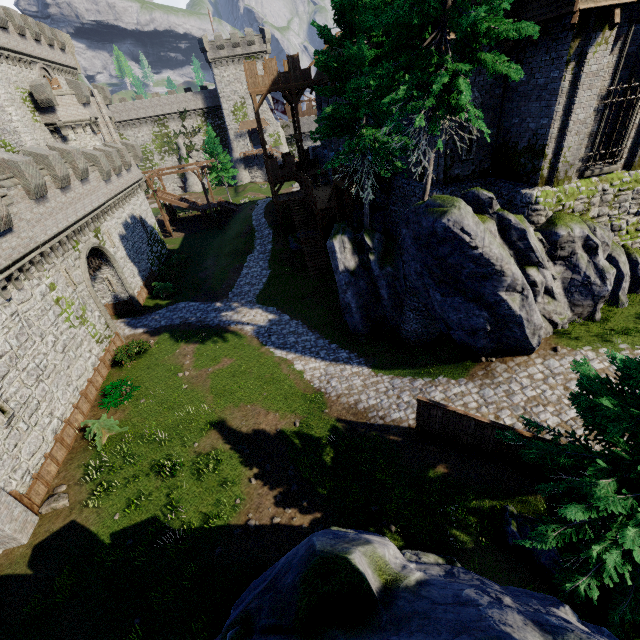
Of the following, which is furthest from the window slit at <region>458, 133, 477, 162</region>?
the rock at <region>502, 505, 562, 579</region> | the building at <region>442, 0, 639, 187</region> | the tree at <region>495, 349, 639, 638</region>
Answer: the rock at <region>502, 505, 562, 579</region>

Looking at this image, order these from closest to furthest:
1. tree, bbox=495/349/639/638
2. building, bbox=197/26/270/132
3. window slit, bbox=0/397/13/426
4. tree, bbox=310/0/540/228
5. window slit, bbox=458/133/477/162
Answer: tree, bbox=495/349/639/638 < tree, bbox=310/0/540/228 < window slit, bbox=0/397/13/426 < window slit, bbox=458/133/477/162 < building, bbox=197/26/270/132

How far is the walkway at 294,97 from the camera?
30.24m

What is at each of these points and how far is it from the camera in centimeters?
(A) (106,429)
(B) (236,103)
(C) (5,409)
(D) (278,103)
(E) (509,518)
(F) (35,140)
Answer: (A) bush, 1608cm
(B) building, 5788cm
(C) window slit, 1312cm
(D) flag, 3156cm
(E) rock, 1005cm
(F) building tower, 3086cm

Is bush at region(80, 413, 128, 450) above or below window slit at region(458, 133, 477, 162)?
below

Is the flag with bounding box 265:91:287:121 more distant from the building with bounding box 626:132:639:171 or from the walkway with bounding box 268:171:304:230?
the walkway with bounding box 268:171:304:230

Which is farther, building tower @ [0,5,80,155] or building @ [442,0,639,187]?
building tower @ [0,5,80,155]

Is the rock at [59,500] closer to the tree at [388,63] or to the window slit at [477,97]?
the tree at [388,63]
